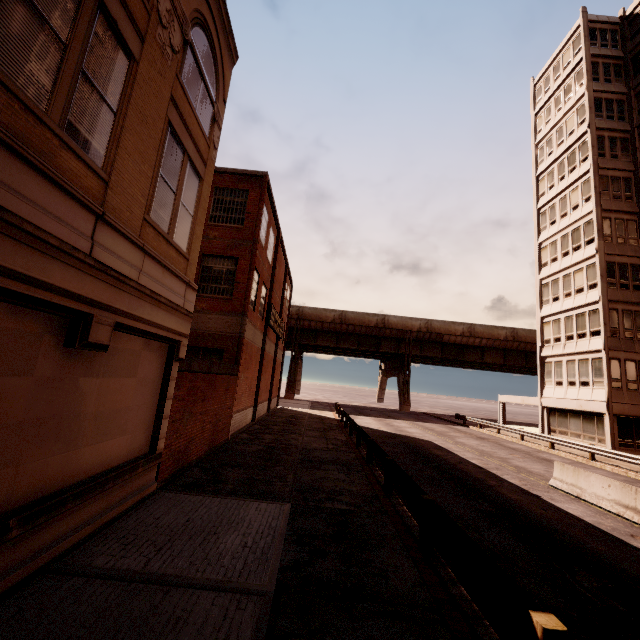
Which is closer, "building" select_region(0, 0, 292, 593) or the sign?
"building" select_region(0, 0, 292, 593)

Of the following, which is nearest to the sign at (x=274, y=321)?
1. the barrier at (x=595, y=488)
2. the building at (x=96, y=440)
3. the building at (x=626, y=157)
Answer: the building at (x=96, y=440)

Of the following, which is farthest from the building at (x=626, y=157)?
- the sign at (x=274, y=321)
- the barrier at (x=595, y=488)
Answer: the sign at (x=274, y=321)

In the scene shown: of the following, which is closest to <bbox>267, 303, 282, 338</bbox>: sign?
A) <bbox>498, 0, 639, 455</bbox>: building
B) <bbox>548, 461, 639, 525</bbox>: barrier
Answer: <bbox>548, 461, 639, 525</bbox>: barrier

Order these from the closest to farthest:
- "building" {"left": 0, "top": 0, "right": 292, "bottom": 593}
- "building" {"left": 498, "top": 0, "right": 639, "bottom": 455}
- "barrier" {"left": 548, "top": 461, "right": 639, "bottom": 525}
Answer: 1. "building" {"left": 0, "top": 0, "right": 292, "bottom": 593}
2. "barrier" {"left": 548, "top": 461, "right": 639, "bottom": 525}
3. "building" {"left": 498, "top": 0, "right": 639, "bottom": 455}

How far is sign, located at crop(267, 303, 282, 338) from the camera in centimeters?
2290cm

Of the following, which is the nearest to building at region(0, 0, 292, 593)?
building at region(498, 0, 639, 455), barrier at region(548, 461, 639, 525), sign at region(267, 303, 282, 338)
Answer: sign at region(267, 303, 282, 338)

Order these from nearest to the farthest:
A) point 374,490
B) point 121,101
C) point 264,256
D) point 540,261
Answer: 1. point 121,101
2. point 374,490
3. point 264,256
4. point 540,261
